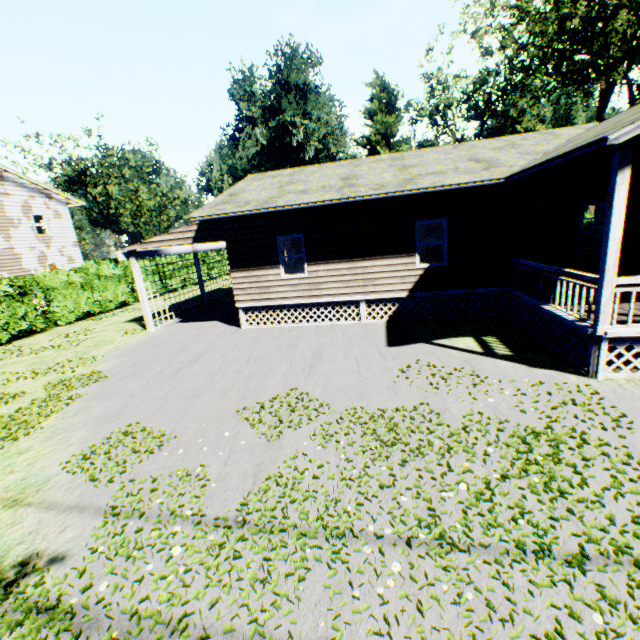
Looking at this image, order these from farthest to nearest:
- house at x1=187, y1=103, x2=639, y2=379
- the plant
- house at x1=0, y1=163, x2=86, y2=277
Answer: the plant < house at x1=0, y1=163, x2=86, y2=277 < house at x1=187, y1=103, x2=639, y2=379

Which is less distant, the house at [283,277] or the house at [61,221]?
the house at [283,277]

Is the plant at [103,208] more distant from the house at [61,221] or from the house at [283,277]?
the house at [283,277]

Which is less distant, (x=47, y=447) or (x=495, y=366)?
(x=47, y=447)

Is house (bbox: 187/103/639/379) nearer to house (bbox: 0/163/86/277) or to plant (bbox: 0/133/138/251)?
house (bbox: 0/163/86/277)

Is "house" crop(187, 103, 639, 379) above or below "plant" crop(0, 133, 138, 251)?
below

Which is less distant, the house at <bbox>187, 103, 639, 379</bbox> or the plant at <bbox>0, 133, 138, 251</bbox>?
the house at <bbox>187, 103, 639, 379</bbox>

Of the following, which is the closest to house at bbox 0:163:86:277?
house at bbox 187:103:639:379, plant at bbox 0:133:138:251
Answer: plant at bbox 0:133:138:251
